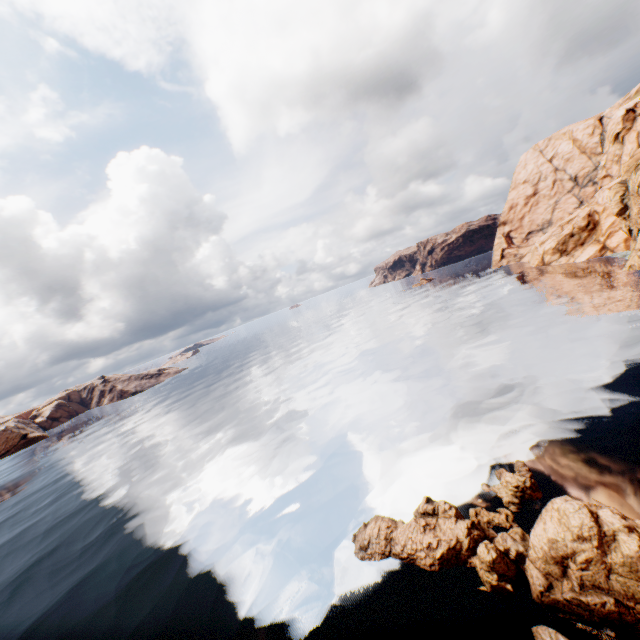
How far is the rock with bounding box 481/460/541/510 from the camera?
14.7m

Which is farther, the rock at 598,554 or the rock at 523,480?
the rock at 523,480

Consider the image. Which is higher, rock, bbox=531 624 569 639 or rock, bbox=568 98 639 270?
rock, bbox=568 98 639 270

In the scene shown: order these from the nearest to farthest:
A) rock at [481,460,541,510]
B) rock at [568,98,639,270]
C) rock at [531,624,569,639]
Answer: rock at [531,624,569,639]
rock at [481,460,541,510]
rock at [568,98,639,270]

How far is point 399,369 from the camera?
38.2m

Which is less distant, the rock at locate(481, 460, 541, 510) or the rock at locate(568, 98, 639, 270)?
the rock at locate(481, 460, 541, 510)
